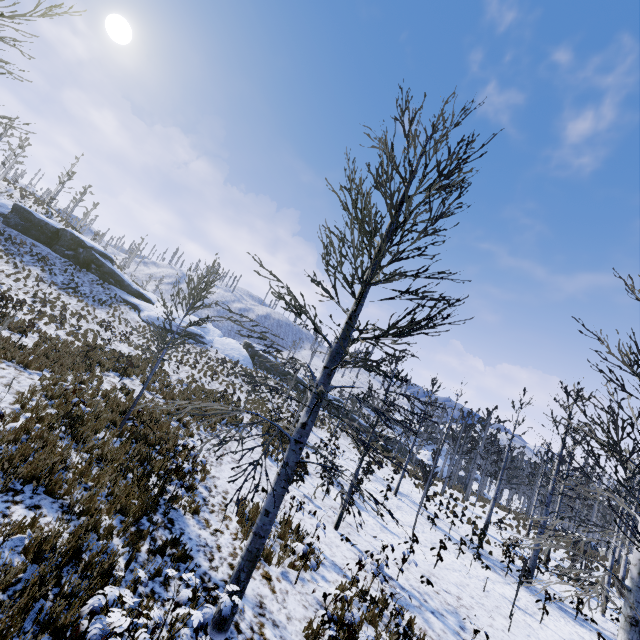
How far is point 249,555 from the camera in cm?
546
